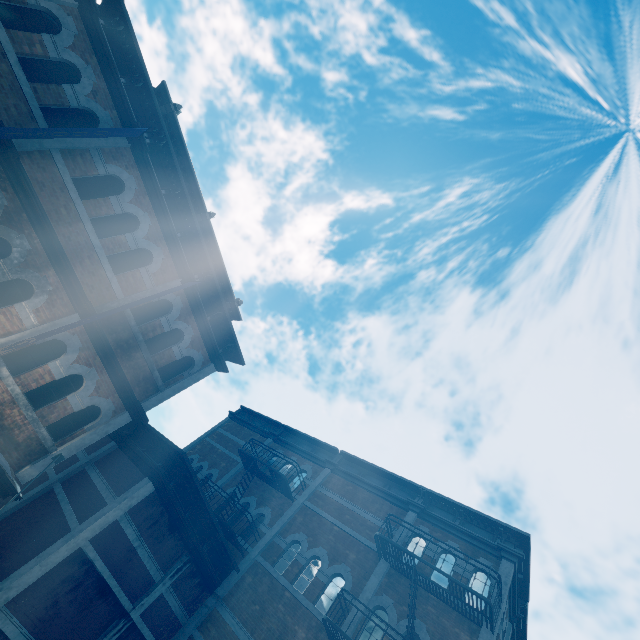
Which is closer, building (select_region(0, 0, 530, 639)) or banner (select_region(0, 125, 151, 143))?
banner (select_region(0, 125, 151, 143))

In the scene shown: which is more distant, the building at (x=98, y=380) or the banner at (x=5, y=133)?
the building at (x=98, y=380)

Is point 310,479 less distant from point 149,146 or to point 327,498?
point 327,498
